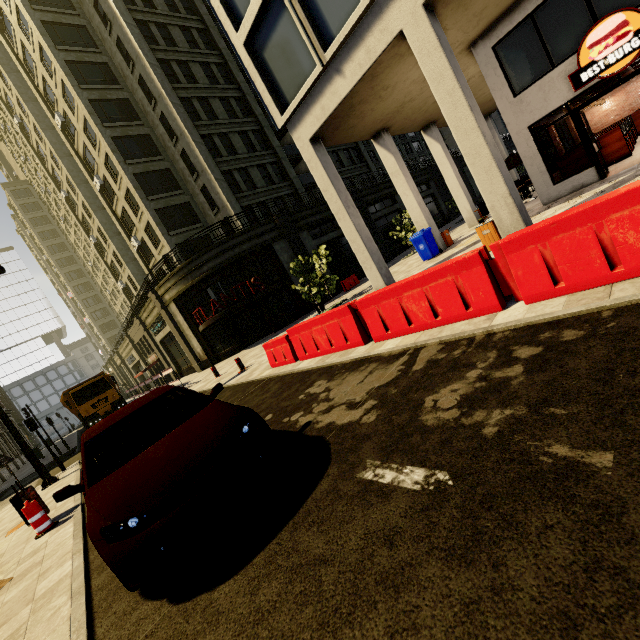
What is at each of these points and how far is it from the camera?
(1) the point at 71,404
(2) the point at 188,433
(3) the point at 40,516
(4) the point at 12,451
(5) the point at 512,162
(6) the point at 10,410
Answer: (1) truck, 21.28m
(2) car, 3.38m
(3) plastic barricade, 6.22m
(4) building, 34.53m
(5) umbrella, 14.30m
(6) building, 44.12m

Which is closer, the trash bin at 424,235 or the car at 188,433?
the car at 188,433

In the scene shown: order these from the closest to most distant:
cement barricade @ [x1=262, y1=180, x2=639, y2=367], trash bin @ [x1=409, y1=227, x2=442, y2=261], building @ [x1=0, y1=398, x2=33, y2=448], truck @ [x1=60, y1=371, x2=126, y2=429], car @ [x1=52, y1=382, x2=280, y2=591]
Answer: car @ [x1=52, y1=382, x2=280, y2=591] → cement barricade @ [x1=262, y1=180, x2=639, y2=367] → trash bin @ [x1=409, y1=227, x2=442, y2=261] → truck @ [x1=60, y1=371, x2=126, y2=429] → building @ [x1=0, y1=398, x2=33, y2=448]

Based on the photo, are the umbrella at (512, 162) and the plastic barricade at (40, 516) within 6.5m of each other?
no

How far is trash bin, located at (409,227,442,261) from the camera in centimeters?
1402cm

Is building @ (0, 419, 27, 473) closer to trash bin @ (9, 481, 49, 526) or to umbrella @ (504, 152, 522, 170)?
umbrella @ (504, 152, 522, 170)

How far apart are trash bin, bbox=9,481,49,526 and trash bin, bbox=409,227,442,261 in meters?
14.5 m

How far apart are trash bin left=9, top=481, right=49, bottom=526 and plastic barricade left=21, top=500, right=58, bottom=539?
0.2m
